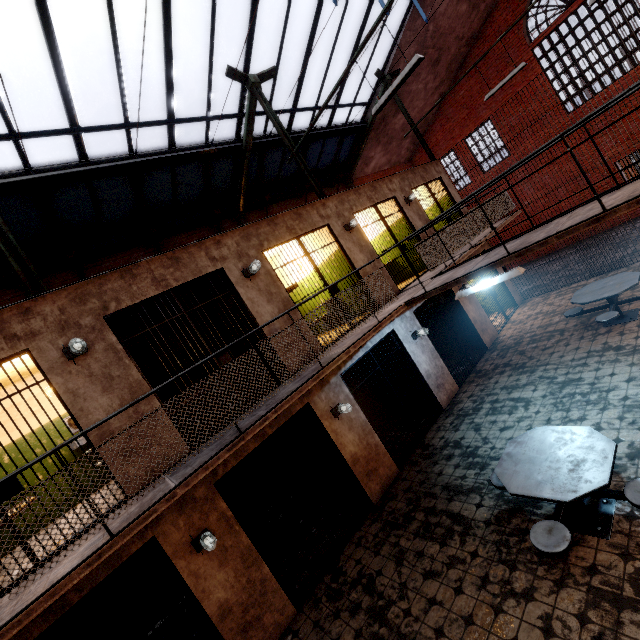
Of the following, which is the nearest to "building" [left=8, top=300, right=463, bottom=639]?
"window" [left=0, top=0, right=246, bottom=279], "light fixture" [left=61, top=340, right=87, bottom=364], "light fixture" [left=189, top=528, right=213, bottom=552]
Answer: "light fixture" [left=189, top=528, right=213, bottom=552]

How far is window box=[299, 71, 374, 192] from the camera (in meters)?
11.05

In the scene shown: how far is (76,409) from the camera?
4.3m

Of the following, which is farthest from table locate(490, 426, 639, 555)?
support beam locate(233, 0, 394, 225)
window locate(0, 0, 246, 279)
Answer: window locate(0, 0, 246, 279)

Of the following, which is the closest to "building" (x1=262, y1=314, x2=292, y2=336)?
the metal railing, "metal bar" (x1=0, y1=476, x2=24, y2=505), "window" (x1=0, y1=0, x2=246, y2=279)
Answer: "metal bar" (x1=0, y1=476, x2=24, y2=505)

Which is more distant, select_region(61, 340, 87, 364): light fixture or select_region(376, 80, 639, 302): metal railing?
select_region(61, 340, 87, 364): light fixture

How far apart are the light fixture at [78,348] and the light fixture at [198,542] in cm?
299

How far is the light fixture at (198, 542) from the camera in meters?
4.5 m
